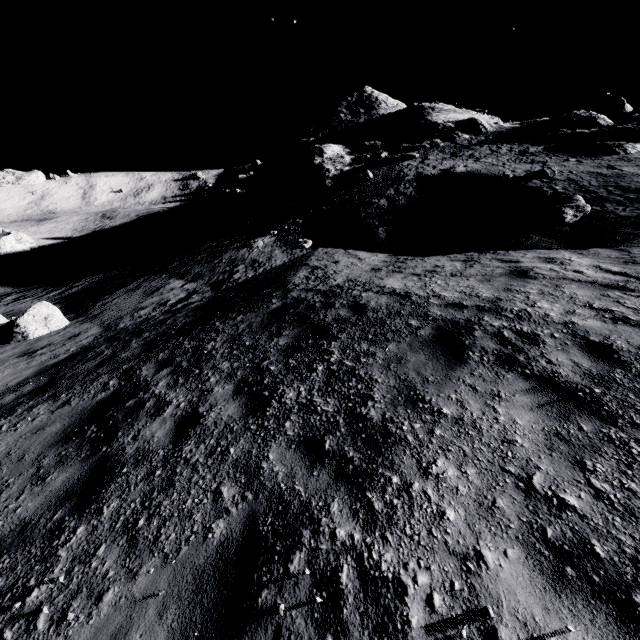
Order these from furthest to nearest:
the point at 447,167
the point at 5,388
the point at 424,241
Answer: the point at 447,167
the point at 424,241
the point at 5,388

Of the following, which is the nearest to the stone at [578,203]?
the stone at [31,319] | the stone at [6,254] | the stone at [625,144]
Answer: the stone at [625,144]

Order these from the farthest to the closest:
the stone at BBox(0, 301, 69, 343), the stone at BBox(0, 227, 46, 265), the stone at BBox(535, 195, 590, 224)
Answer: the stone at BBox(0, 227, 46, 265), the stone at BBox(535, 195, 590, 224), the stone at BBox(0, 301, 69, 343)

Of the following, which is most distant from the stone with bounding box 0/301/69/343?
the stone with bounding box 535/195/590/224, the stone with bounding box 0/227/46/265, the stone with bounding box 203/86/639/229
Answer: the stone with bounding box 0/227/46/265

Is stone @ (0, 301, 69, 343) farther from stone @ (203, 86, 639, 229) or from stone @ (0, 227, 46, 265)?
stone @ (0, 227, 46, 265)

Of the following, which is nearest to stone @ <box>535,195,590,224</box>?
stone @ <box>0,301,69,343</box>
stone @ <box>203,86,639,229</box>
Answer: stone @ <box>203,86,639,229</box>

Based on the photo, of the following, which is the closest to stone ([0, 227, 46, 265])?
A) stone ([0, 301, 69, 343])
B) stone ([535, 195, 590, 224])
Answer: stone ([0, 301, 69, 343])

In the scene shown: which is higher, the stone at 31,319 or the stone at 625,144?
the stone at 625,144
